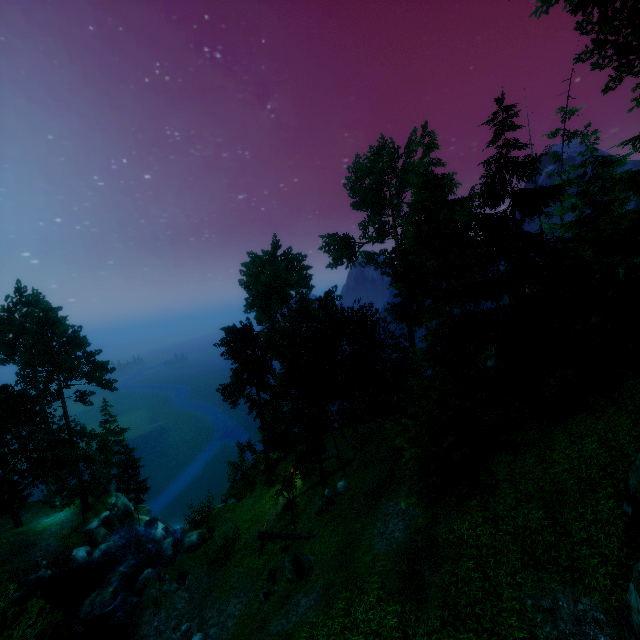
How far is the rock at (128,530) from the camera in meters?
34.9

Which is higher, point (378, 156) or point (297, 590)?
point (378, 156)

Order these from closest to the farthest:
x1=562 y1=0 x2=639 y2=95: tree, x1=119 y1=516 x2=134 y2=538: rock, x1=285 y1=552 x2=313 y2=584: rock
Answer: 1. x1=562 y1=0 x2=639 y2=95: tree
2. x1=285 y1=552 x2=313 y2=584: rock
3. x1=119 y1=516 x2=134 y2=538: rock

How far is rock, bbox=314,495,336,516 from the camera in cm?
2323

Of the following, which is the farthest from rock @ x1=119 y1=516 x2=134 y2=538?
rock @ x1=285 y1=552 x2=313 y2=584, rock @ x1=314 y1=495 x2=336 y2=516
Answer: rock @ x1=285 y1=552 x2=313 y2=584

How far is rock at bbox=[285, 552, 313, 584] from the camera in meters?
18.5 m

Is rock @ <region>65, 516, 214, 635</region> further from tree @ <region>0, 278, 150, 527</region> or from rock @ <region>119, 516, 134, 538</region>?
tree @ <region>0, 278, 150, 527</region>

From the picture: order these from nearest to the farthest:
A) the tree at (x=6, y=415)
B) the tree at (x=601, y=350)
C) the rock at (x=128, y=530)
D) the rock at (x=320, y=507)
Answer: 1. the tree at (x=601, y=350)
2. the rock at (x=320, y=507)
3. the tree at (x=6, y=415)
4. the rock at (x=128, y=530)
